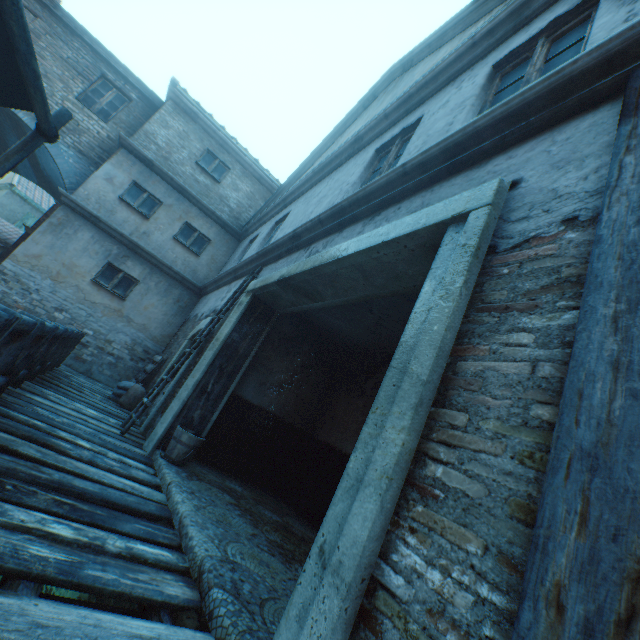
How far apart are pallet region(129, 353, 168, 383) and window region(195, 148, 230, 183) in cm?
628

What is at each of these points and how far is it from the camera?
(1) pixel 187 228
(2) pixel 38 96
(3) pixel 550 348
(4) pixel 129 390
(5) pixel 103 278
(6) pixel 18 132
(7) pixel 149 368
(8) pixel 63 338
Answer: (1) window, 10.9 meters
(2) awning, 1.7 meters
(3) building, 1.4 meters
(4) burlap sack, 7.4 meters
(5) window, 9.5 meters
(6) building, 10.4 meters
(7) pallet, 8.5 meters
(8) fence, 5.4 meters

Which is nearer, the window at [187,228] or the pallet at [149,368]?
the pallet at [149,368]

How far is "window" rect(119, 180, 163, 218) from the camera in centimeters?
994cm

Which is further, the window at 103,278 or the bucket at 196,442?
the window at 103,278

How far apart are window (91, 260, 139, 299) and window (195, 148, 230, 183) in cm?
438

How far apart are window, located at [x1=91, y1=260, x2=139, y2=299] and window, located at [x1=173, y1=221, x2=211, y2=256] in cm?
176

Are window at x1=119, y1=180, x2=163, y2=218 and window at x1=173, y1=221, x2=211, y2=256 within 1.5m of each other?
yes
